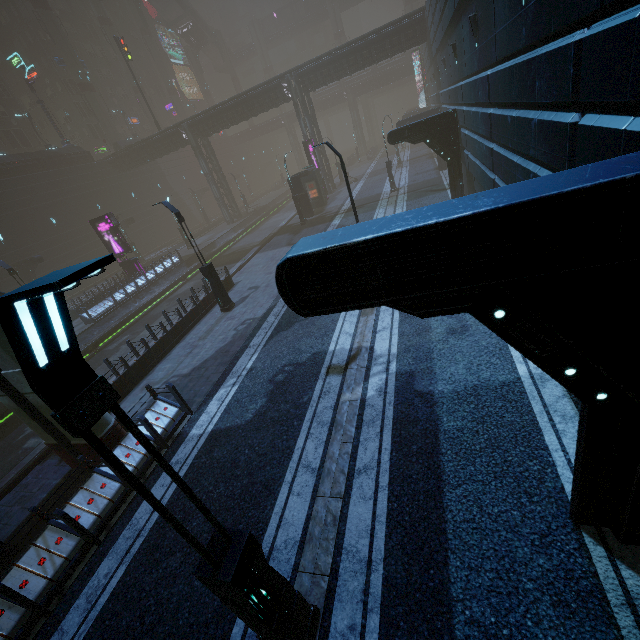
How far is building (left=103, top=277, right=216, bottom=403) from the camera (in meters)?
12.22

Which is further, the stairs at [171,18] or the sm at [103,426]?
the stairs at [171,18]

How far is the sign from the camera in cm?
2569

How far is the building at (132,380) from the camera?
12.2m

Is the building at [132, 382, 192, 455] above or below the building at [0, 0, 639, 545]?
below

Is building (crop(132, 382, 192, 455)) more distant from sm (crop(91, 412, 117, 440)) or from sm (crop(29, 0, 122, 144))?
sm (crop(29, 0, 122, 144))

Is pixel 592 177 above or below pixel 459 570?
above
